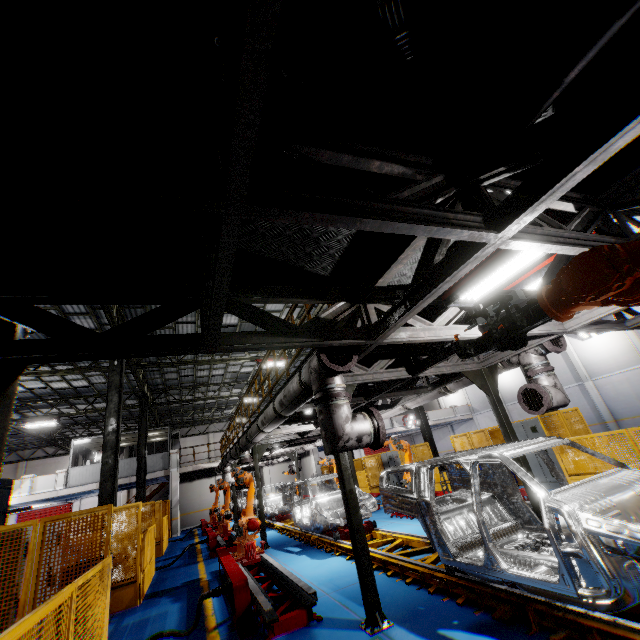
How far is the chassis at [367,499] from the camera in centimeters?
918cm

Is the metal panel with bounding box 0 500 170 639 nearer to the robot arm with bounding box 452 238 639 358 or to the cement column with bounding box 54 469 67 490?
the robot arm with bounding box 452 238 639 358

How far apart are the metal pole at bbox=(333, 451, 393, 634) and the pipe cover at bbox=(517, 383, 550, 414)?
3.26m

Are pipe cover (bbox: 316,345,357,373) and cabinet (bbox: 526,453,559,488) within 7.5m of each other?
no

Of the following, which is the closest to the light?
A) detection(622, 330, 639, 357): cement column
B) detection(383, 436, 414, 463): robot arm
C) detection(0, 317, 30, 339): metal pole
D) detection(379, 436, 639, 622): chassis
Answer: detection(379, 436, 639, 622): chassis

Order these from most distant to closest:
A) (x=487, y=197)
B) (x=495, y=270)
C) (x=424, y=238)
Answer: (x=495, y=270), (x=424, y=238), (x=487, y=197)

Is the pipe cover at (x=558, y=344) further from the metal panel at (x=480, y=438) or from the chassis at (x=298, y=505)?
the metal panel at (x=480, y=438)

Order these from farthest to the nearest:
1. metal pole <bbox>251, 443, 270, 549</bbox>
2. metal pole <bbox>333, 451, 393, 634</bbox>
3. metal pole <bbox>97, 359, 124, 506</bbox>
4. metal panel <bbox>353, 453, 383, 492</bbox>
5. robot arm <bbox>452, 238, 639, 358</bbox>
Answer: metal panel <bbox>353, 453, 383, 492</bbox> < metal pole <bbox>251, 443, 270, 549</bbox> < metal pole <bbox>97, 359, 124, 506</bbox> < metal pole <bbox>333, 451, 393, 634</bbox> < robot arm <bbox>452, 238, 639, 358</bbox>
